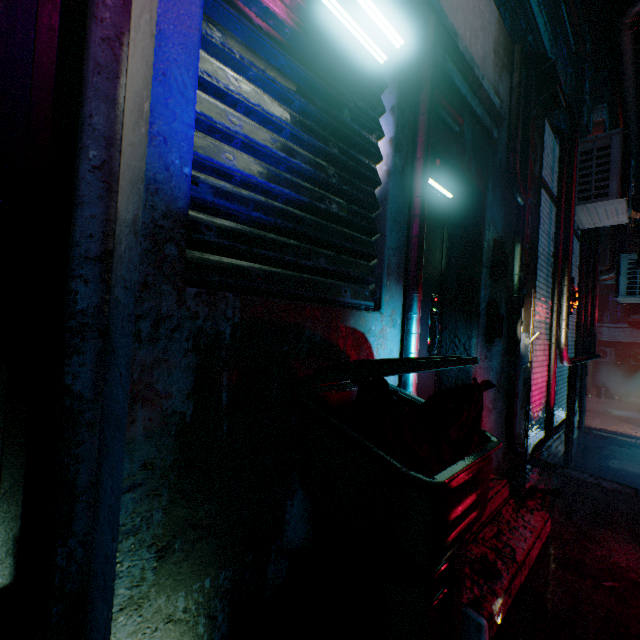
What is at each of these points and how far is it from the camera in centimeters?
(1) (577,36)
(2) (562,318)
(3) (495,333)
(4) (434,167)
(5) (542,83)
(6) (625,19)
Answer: (1) air duct, 1071cm
(2) pipe, 373cm
(3) mailbox, 251cm
(4) fluorescent light, 204cm
(5) air duct, 302cm
(6) air duct, 352cm

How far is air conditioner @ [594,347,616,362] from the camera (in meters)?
16.20

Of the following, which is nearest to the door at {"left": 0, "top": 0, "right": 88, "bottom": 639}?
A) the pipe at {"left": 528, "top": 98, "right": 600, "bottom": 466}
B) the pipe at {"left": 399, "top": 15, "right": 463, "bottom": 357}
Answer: the pipe at {"left": 399, "top": 15, "right": 463, "bottom": 357}

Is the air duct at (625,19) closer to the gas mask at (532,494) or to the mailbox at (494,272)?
the gas mask at (532,494)

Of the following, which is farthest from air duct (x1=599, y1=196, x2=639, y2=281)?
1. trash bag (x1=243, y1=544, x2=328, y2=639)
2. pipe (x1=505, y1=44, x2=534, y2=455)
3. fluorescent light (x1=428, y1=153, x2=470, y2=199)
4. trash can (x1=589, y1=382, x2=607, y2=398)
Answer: trash can (x1=589, y1=382, x2=607, y2=398)

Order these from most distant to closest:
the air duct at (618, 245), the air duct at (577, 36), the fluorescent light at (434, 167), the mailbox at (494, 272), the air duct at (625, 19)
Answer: the air duct at (577, 36)
the air duct at (618, 245)
the air duct at (625, 19)
the mailbox at (494, 272)
the fluorescent light at (434, 167)

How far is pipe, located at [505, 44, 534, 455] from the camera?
2.71m

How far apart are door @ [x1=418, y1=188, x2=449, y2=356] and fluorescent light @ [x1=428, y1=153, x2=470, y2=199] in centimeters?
3cm
